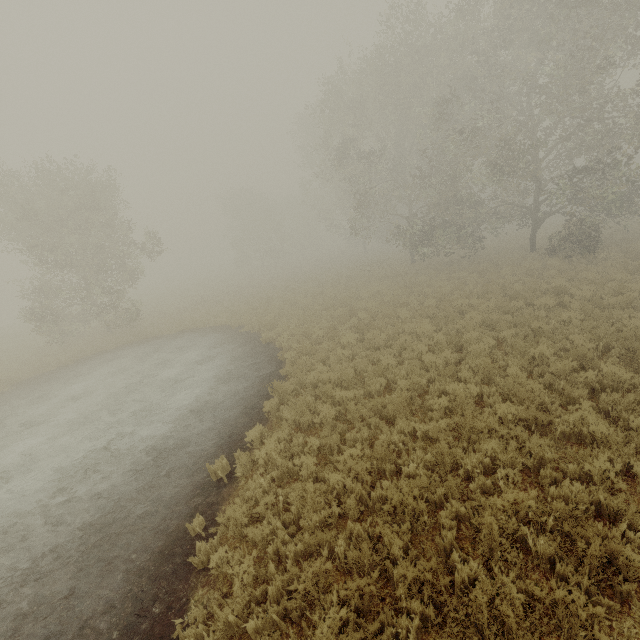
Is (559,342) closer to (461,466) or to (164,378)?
(461,466)
